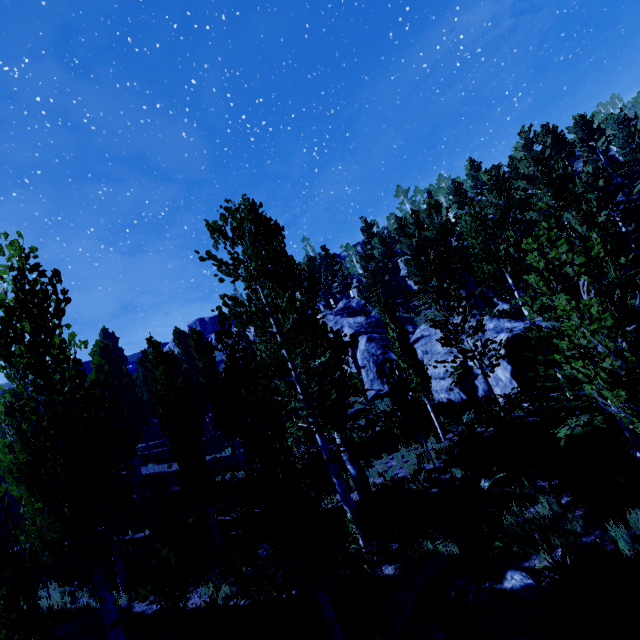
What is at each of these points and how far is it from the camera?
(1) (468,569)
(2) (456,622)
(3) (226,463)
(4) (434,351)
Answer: (1) rock, 7.39m
(2) instancedfoliageactor, 5.50m
(3) rock, 23.97m
(4) rock, 21.30m

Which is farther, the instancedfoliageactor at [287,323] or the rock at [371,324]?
the rock at [371,324]

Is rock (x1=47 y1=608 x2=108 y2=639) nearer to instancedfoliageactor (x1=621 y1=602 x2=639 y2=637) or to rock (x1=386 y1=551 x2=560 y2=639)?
instancedfoliageactor (x1=621 y1=602 x2=639 y2=637)

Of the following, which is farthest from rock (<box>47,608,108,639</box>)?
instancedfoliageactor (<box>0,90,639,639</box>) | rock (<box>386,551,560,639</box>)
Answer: rock (<box>386,551,560,639</box>)

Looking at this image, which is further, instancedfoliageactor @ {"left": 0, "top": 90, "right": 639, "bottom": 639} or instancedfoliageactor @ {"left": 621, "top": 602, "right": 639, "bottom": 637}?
instancedfoliageactor @ {"left": 0, "top": 90, "right": 639, "bottom": 639}

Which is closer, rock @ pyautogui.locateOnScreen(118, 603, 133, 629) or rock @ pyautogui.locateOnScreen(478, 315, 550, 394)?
rock @ pyautogui.locateOnScreen(118, 603, 133, 629)

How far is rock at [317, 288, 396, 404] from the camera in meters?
26.0 m

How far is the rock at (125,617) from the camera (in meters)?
11.28
